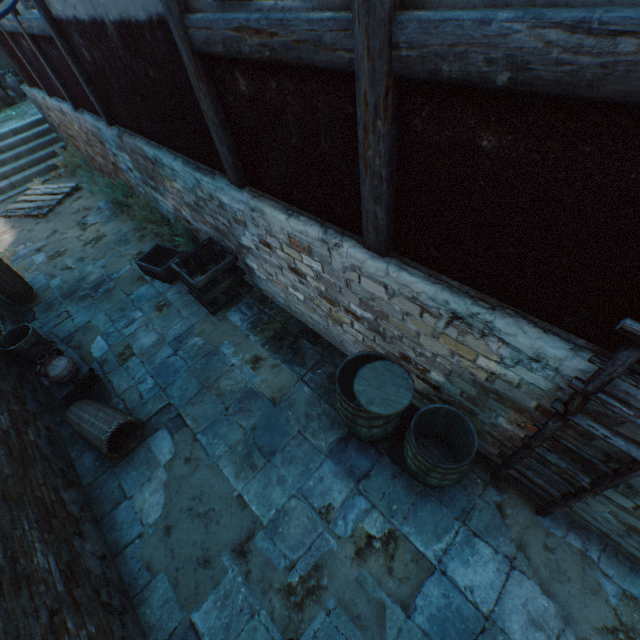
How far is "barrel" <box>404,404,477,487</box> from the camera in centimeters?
270cm

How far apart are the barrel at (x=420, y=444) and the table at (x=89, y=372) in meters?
4.2 m

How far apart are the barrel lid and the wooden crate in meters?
2.9

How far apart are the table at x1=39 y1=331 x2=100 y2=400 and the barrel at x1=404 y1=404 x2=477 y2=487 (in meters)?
4.15

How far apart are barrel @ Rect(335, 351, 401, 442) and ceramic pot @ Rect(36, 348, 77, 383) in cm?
348

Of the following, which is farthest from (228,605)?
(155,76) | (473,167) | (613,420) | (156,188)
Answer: (156,188)

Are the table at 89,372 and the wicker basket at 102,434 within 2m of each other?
yes

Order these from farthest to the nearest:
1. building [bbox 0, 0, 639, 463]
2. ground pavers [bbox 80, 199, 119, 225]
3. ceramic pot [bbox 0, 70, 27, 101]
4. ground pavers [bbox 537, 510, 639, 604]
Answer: ceramic pot [bbox 0, 70, 27, 101]
ground pavers [bbox 80, 199, 119, 225]
ground pavers [bbox 537, 510, 639, 604]
building [bbox 0, 0, 639, 463]
